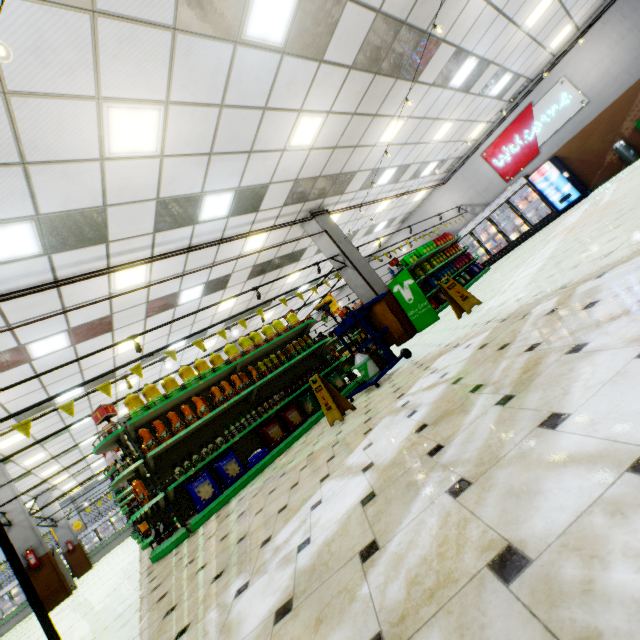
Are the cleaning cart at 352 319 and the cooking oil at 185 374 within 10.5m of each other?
yes

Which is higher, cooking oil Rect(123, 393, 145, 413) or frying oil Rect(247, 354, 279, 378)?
cooking oil Rect(123, 393, 145, 413)

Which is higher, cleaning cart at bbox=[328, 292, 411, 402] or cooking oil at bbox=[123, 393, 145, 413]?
cooking oil at bbox=[123, 393, 145, 413]

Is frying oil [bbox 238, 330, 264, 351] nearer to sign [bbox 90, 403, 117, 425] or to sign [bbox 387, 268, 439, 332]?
sign [bbox 90, 403, 117, 425]

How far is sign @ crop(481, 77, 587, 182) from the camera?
12.5 meters

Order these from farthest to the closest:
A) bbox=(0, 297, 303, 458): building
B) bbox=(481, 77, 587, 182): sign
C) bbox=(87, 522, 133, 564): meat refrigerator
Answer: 1. bbox=(87, 522, 133, 564): meat refrigerator
2. bbox=(481, 77, 587, 182): sign
3. bbox=(0, 297, 303, 458): building

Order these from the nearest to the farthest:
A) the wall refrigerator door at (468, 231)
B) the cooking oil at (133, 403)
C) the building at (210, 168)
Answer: the building at (210, 168), the cooking oil at (133, 403), the wall refrigerator door at (468, 231)

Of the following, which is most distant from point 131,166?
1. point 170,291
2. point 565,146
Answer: point 565,146
